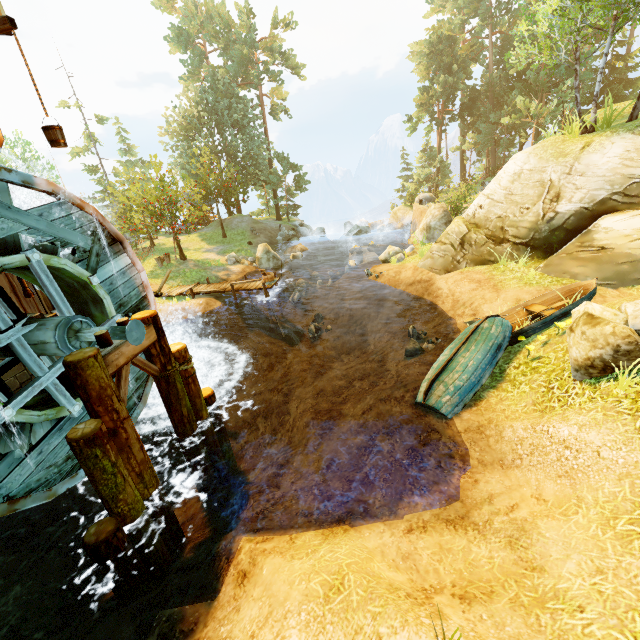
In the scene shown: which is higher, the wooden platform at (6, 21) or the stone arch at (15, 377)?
the wooden platform at (6, 21)

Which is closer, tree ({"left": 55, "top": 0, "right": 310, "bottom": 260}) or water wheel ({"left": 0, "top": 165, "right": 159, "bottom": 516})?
water wheel ({"left": 0, "top": 165, "right": 159, "bottom": 516})

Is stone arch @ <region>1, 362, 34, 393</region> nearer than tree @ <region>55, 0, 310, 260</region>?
Yes

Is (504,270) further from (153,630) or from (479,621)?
(153,630)

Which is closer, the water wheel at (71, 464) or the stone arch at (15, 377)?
the water wheel at (71, 464)

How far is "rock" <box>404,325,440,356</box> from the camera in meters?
11.0

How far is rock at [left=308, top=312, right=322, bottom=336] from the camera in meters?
17.0

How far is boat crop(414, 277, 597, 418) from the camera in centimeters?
772cm
